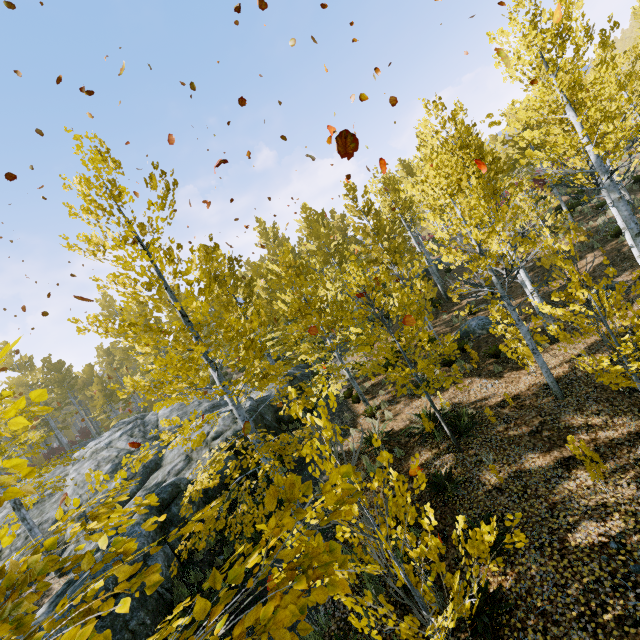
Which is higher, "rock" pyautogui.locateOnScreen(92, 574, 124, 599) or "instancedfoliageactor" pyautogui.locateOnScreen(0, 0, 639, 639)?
"instancedfoliageactor" pyautogui.locateOnScreen(0, 0, 639, 639)

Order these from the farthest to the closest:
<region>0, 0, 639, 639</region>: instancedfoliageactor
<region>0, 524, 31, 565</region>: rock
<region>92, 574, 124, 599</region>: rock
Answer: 1. <region>0, 524, 31, 565</region>: rock
2. <region>92, 574, 124, 599</region>: rock
3. <region>0, 0, 639, 639</region>: instancedfoliageactor

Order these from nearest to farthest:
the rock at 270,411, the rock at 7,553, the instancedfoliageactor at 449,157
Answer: the instancedfoliageactor at 449,157
the rock at 7,553
the rock at 270,411

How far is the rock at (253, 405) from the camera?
13.6 meters

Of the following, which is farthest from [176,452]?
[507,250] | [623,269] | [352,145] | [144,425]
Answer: [623,269]

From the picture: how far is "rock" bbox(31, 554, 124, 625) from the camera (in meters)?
7.19

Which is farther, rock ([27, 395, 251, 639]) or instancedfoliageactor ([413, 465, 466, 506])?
rock ([27, 395, 251, 639])
